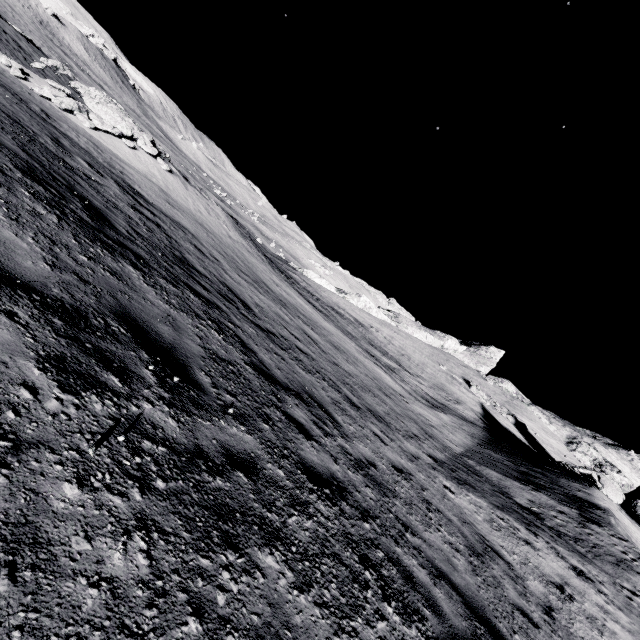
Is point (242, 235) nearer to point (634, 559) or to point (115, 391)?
point (115, 391)

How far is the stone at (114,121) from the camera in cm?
1311

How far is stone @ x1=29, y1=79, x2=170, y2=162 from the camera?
13.11m
